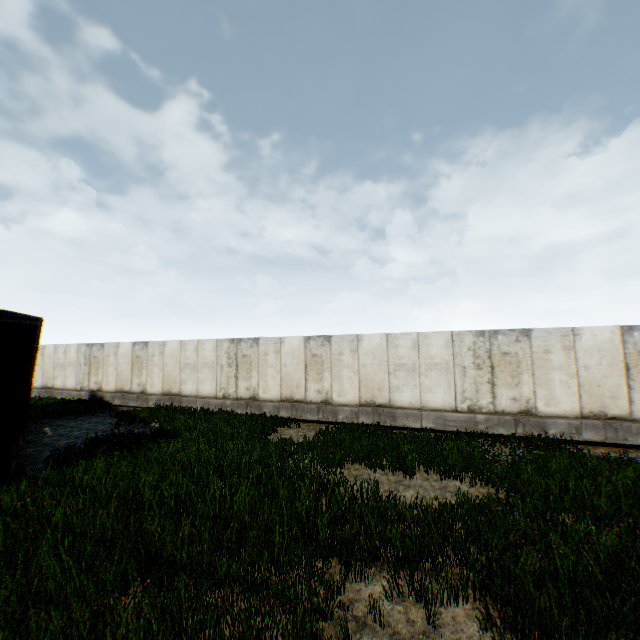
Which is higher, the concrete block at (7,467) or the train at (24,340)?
the train at (24,340)

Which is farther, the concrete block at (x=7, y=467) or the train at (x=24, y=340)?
the concrete block at (x=7, y=467)

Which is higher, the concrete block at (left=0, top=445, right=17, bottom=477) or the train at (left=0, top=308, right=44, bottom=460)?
the train at (left=0, top=308, right=44, bottom=460)

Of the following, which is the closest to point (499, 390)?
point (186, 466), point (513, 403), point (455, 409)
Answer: point (513, 403)

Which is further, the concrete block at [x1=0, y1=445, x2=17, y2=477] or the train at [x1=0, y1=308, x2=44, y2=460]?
the concrete block at [x1=0, y1=445, x2=17, y2=477]
